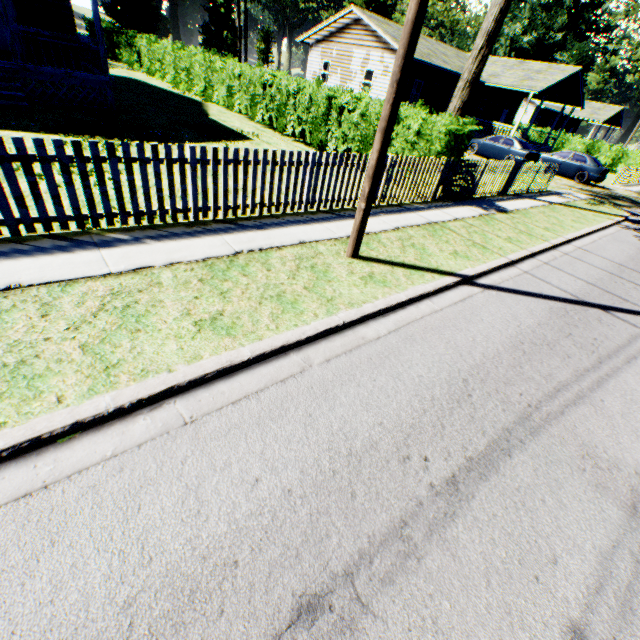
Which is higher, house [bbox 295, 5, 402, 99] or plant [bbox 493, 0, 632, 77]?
plant [bbox 493, 0, 632, 77]

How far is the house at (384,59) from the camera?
22.1 meters

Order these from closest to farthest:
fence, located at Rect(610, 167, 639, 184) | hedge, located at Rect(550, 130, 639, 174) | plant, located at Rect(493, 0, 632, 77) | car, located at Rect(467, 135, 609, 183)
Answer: car, located at Rect(467, 135, 609, 183) → fence, located at Rect(610, 167, 639, 184) → hedge, located at Rect(550, 130, 639, 174) → plant, located at Rect(493, 0, 632, 77)

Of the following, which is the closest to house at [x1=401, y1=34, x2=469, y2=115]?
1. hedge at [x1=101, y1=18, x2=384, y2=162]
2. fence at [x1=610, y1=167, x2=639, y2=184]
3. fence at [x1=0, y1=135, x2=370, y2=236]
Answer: fence at [x1=610, y1=167, x2=639, y2=184]

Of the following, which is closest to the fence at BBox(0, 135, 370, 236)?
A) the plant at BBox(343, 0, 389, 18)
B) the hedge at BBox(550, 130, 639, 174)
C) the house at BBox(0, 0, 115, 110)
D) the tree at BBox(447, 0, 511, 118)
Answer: the tree at BBox(447, 0, 511, 118)

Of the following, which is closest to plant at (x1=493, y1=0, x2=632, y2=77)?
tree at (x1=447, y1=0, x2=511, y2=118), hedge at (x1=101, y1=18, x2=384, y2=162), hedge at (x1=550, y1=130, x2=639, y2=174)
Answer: hedge at (x1=550, y1=130, x2=639, y2=174)

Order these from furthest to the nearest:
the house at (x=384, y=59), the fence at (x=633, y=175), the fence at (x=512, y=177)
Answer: the fence at (x=633, y=175)
the house at (x=384, y=59)
the fence at (x=512, y=177)

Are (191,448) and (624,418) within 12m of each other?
yes
